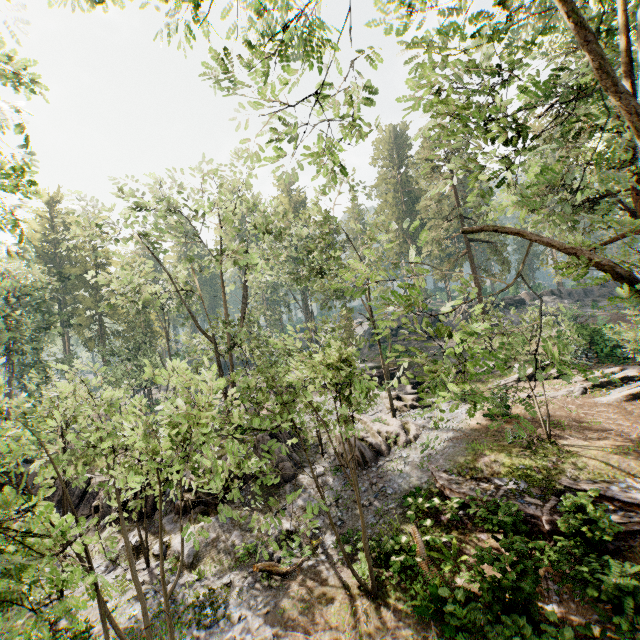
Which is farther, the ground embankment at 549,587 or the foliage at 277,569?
the foliage at 277,569

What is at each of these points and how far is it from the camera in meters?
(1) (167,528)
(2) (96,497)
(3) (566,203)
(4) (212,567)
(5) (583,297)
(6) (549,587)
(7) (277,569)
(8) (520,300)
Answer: (1) rock, 15.5 m
(2) rock, 18.2 m
(3) foliage, 7.9 m
(4) rock, 13.3 m
(5) rock, 45.5 m
(6) ground embankment, 10.0 m
(7) foliage, 12.1 m
(8) rock, 43.8 m

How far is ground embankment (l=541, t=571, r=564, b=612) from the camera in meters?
9.5 m

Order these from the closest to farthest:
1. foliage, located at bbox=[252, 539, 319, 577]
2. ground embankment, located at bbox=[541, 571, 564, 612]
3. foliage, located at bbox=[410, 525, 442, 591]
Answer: ground embankment, located at bbox=[541, 571, 564, 612], foliage, located at bbox=[410, 525, 442, 591], foliage, located at bbox=[252, 539, 319, 577]

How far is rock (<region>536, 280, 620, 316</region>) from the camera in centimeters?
4050cm

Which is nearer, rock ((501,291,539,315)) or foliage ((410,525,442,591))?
foliage ((410,525,442,591))

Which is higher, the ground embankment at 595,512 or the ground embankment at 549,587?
the ground embankment at 595,512

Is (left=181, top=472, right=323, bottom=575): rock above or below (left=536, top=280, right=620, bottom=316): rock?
below
